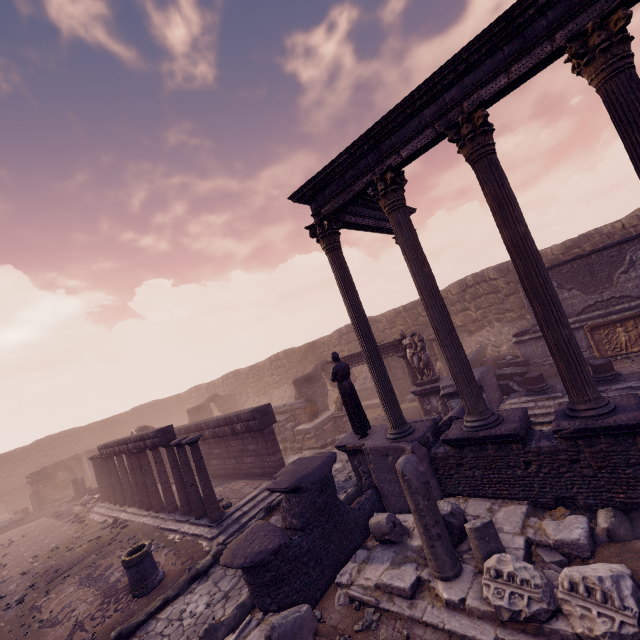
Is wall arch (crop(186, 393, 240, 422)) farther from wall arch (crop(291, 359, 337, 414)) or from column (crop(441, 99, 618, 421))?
column (crop(441, 99, 618, 421))

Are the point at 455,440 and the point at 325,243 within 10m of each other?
yes

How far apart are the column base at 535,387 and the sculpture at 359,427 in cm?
590

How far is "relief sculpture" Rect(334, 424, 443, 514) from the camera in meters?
6.9 m

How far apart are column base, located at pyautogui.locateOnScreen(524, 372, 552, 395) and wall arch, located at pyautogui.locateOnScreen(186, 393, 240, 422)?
23.3m

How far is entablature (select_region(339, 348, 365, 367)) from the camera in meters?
14.4

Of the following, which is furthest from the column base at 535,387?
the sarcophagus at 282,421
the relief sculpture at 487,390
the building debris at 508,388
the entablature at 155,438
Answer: the entablature at 155,438
